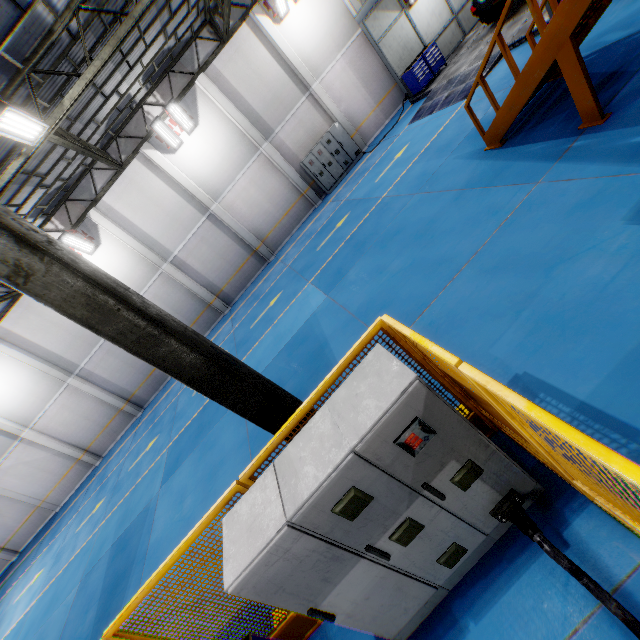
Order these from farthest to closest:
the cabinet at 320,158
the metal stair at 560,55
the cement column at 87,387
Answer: the cabinet at 320,158
the cement column at 87,387
the metal stair at 560,55

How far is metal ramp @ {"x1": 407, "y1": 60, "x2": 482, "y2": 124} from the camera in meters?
11.8

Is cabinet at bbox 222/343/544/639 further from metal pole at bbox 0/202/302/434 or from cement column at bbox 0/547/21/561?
cement column at bbox 0/547/21/561

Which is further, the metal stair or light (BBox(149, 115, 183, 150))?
light (BBox(149, 115, 183, 150))

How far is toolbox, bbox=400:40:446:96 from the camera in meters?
14.8 m

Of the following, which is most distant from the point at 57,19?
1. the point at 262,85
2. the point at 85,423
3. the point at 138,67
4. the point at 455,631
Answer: the point at 85,423

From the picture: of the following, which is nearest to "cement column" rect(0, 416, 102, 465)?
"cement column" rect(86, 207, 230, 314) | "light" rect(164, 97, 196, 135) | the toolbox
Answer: "cement column" rect(86, 207, 230, 314)

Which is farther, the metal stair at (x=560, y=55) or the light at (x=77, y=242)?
the light at (x=77, y=242)
